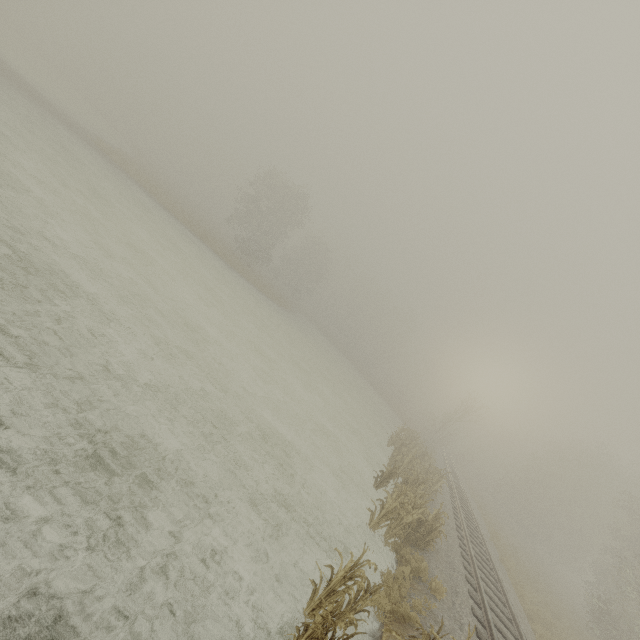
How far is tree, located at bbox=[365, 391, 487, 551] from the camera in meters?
10.0 m

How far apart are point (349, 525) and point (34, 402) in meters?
8.5

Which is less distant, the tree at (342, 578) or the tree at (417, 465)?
the tree at (342, 578)

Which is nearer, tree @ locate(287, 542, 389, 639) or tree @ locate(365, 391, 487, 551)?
tree @ locate(287, 542, 389, 639)

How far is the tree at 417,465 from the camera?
9.98m
